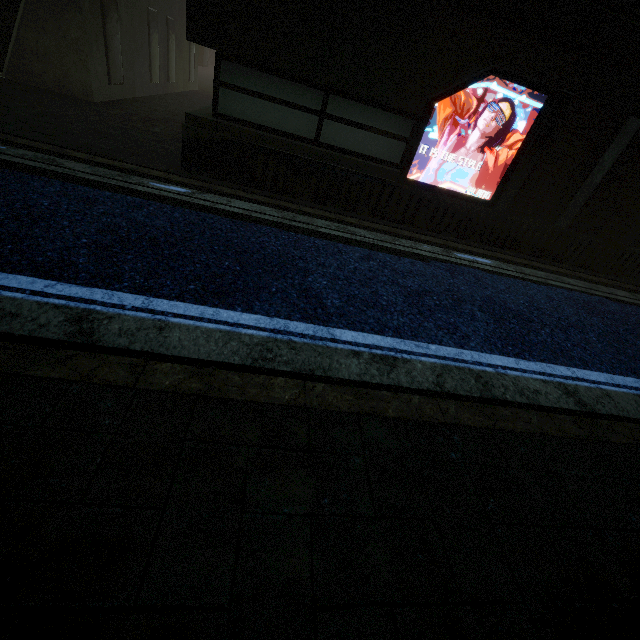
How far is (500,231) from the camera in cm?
738
